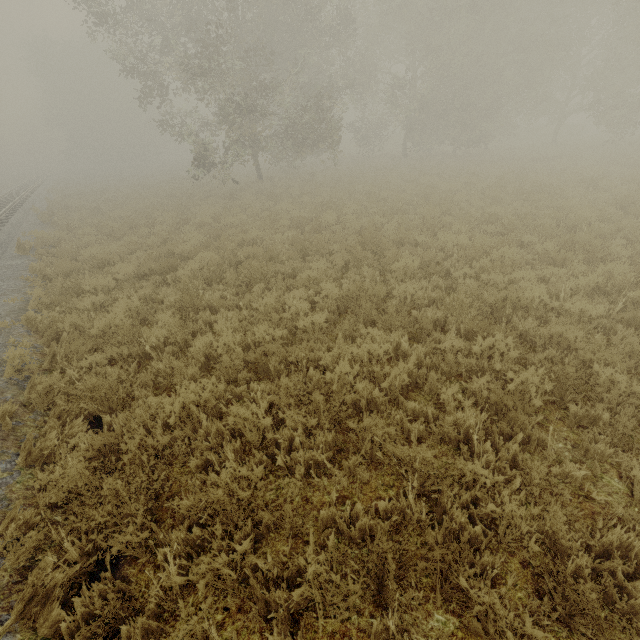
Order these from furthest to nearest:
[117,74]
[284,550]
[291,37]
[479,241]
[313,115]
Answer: [117,74] < [291,37] < [313,115] < [479,241] < [284,550]
